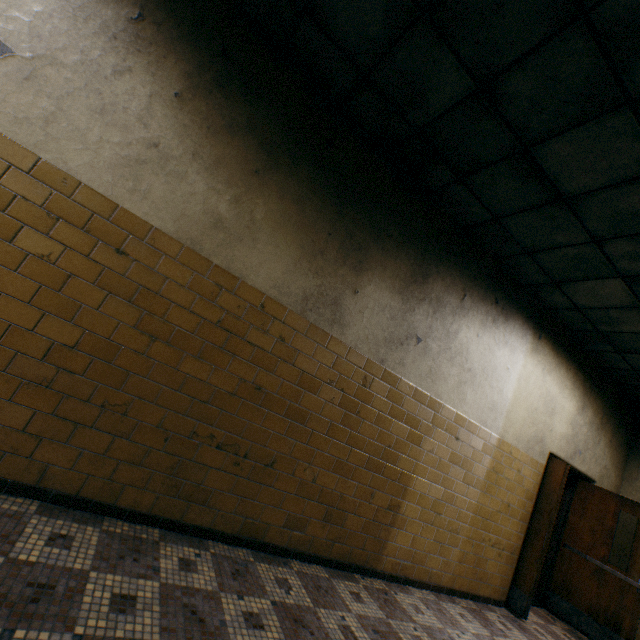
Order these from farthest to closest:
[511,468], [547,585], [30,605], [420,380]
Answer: [547,585], [511,468], [420,380], [30,605]
